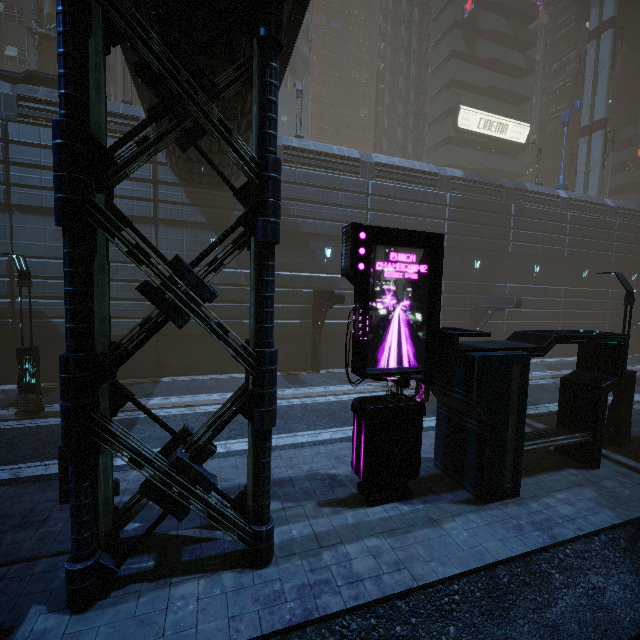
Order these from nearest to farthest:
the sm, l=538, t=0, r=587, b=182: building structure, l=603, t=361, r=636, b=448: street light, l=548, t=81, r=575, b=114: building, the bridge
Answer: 1. l=603, t=361, r=636, b=448: street light
2. the sm
3. the bridge
4. l=538, t=0, r=587, b=182: building structure
5. l=548, t=81, r=575, b=114: building

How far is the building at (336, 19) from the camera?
57.0 meters

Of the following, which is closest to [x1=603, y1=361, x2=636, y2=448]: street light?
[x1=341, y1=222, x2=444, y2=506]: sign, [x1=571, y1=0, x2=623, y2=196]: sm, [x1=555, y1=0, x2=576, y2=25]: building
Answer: [x1=341, y1=222, x2=444, y2=506]: sign

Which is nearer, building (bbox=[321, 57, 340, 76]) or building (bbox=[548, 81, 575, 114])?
building (bbox=[548, 81, 575, 114])

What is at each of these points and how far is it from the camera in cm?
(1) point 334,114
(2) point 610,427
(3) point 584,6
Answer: (1) building, 5894
(2) street light, 1040
(3) stairs, 3678

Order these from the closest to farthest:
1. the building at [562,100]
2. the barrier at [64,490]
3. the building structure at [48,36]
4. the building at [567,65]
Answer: the barrier at [64,490] < the building structure at [48,36] < the building at [567,65] < the building at [562,100]

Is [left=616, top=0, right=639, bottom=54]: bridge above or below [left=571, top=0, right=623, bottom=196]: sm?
above

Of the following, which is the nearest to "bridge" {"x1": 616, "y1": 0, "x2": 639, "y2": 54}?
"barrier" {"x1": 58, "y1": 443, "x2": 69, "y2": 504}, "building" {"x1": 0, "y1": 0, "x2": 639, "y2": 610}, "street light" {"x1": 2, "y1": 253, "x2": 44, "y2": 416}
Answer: "building" {"x1": 0, "y1": 0, "x2": 639, "y2": 610}
